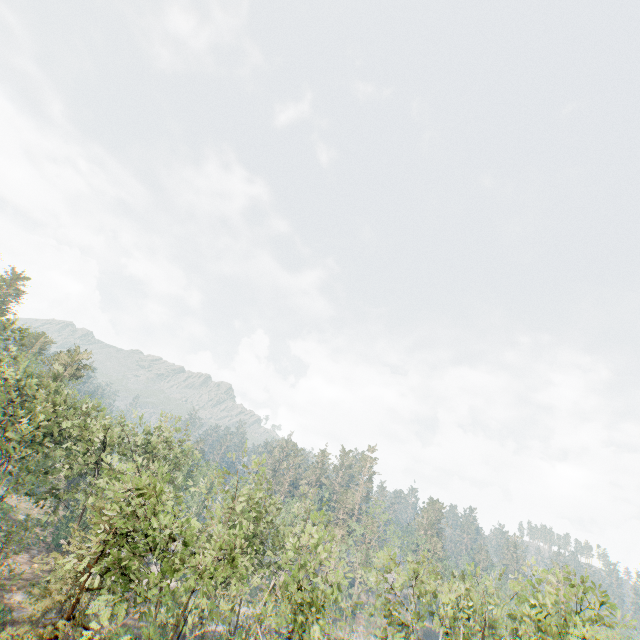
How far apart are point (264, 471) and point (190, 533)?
7.19m
